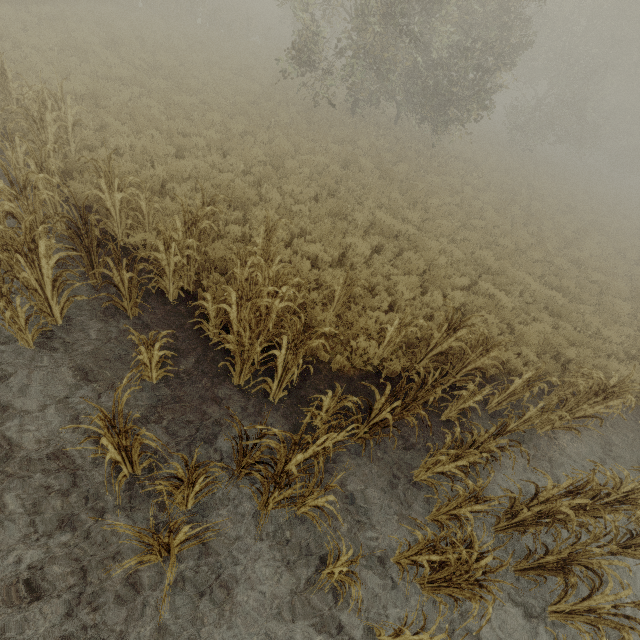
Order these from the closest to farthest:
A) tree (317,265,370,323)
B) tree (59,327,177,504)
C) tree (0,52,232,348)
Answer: tree (59,327,177,504) < tree (0,52,232,348) < tree (317,265,370,323)

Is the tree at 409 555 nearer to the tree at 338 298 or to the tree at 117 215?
the tree at 338 298

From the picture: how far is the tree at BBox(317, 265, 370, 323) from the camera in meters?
6.2

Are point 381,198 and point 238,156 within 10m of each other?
yes

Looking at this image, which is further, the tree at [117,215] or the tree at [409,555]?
the tree at [117,215]

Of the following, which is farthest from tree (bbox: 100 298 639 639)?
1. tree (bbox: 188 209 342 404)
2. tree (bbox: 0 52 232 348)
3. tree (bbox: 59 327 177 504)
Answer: tree (bbox: 0 52 232 348)

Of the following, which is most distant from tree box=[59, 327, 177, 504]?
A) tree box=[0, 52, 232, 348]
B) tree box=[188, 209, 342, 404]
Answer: tree box=[0, 52, 232, 348]

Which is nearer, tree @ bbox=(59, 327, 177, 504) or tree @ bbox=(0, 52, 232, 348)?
tree @ bbox=(59, 327, 177, 504)
